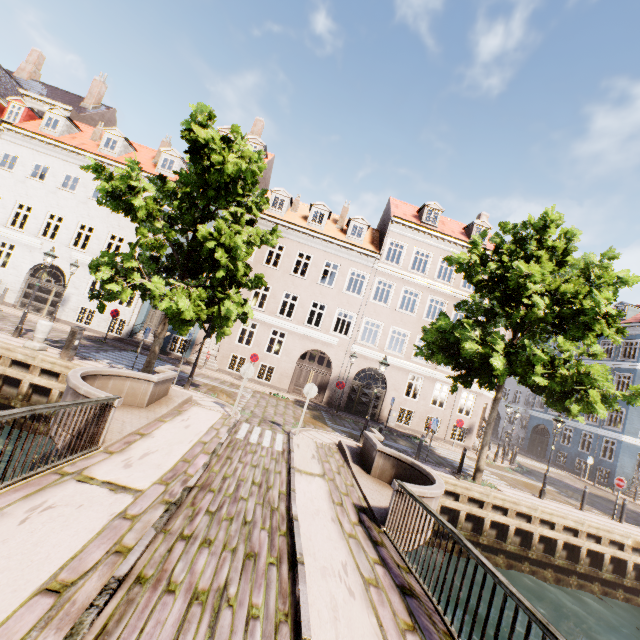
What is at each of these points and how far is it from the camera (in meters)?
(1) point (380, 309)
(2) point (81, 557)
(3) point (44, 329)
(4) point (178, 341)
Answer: (1) building, 22.44
(2) bridge, 3.35
(3) pillar, 11.88
(4) building, 21.05

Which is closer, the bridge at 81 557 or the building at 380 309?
the bridge at 81 557

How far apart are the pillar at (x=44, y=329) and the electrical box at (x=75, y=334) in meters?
1.0

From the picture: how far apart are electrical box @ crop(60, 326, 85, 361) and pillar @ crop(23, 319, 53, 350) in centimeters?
103cm

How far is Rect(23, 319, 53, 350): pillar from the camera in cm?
1170

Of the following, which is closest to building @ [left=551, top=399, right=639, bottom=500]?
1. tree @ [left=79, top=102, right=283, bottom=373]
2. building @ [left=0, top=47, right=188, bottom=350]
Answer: tree @ [left=79, top=102, right=283, bottom=373]

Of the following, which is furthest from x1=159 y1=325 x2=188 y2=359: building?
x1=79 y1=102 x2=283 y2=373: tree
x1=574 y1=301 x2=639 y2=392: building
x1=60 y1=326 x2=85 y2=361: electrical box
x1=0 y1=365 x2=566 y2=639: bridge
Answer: x1=60 y1=326 x2=85 y2=361: electrical box

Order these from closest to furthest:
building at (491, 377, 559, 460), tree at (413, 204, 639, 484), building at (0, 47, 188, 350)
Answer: tree at (413, 204, 639, 484)
building at (0, 47, 188, 350)
building at (491, 377, 559, 460)
